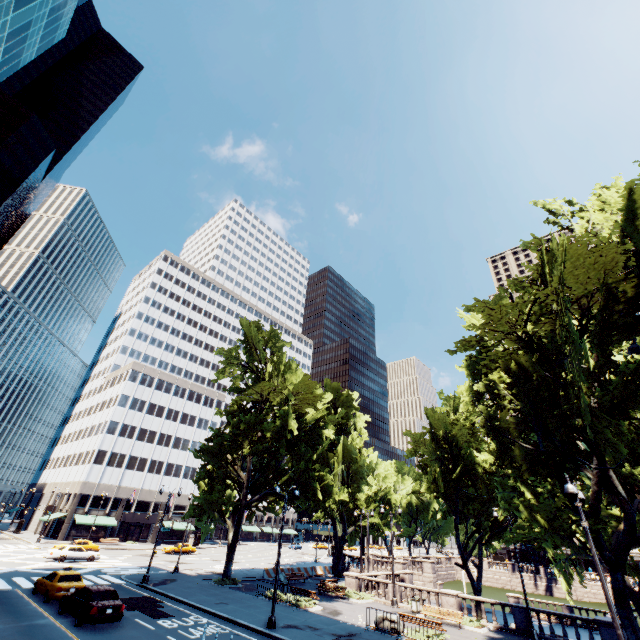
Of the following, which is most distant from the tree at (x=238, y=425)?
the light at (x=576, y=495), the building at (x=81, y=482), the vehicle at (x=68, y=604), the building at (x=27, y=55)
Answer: the building at (x=27, y=55)

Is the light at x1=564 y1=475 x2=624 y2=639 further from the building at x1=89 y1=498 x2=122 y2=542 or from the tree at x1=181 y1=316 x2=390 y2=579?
the building at x1=89 y1=498 x2=122 y2=542

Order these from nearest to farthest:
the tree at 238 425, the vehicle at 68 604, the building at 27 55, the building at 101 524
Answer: the vehicle at 68 604, the building at 27 55, the tree at 238 425, the building at 101 524

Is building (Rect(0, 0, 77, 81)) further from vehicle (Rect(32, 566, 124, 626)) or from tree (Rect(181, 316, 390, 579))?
tree (Rect(181, 316, 390, 579))

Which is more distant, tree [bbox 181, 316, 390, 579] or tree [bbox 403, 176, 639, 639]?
tree [bbox 181, 316, 390, 579]

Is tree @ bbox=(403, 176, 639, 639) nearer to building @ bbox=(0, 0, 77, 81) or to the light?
the light

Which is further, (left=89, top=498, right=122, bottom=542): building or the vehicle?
(left=89, top=498, right=122, bottom=542): building

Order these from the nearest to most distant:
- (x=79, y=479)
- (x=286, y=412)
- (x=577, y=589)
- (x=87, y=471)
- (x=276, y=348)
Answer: (x=286, y=412) < (x=276, y=348) < (x=577, y=589) < (x=87, y=471) < (x=79, y=479)
